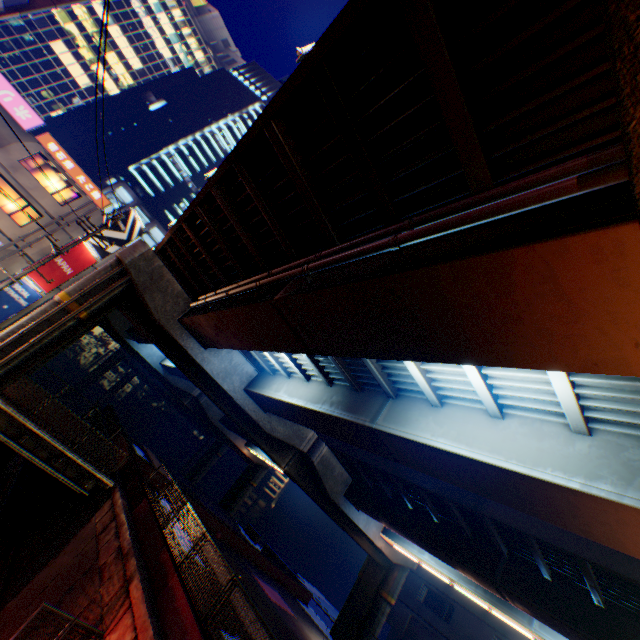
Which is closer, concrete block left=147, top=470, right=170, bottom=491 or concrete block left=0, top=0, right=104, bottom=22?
concrete block left=0, top=0, right=104, bottom=22

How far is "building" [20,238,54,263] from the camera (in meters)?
22.67

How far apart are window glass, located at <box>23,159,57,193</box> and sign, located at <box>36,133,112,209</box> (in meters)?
0.48

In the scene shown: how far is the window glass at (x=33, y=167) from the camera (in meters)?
23.35

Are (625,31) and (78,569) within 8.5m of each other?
no

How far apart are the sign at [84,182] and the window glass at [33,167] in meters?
0.5

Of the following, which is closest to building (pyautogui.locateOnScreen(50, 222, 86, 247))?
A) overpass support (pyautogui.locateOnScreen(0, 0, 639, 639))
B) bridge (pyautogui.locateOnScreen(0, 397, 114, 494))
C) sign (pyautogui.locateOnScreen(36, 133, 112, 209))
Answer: sign (pyautogui.locateOnScreen(36, 133, 112, 209))

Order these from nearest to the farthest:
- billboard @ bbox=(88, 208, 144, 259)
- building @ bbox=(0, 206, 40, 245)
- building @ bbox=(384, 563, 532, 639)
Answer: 1. building @ bbox=(0, 206, 40, 245)
2. billboard @ bbox=(88, 208, 144, 259)
3. building @ bbox=(384, 563, 532, 639)
